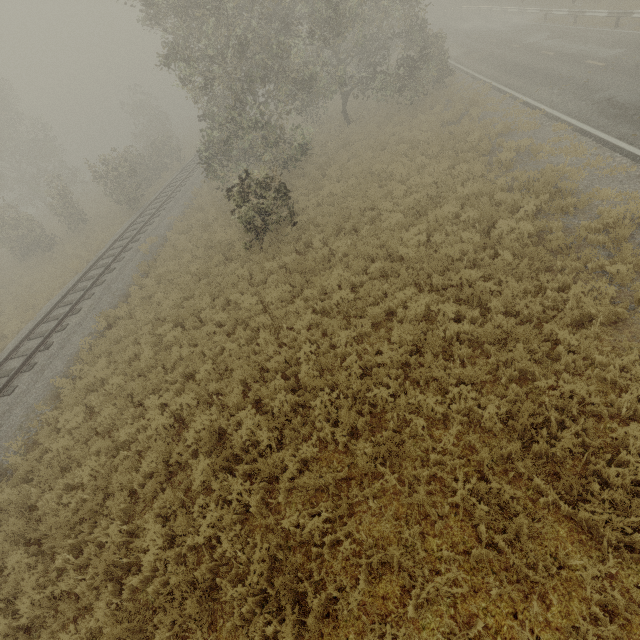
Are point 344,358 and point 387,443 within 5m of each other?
yes

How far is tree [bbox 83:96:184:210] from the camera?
23.11m

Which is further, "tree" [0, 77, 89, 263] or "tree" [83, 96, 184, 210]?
"tree" [0, 77, 89, 263]

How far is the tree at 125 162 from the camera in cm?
2311

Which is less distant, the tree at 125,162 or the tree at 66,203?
the tree at 125,162
